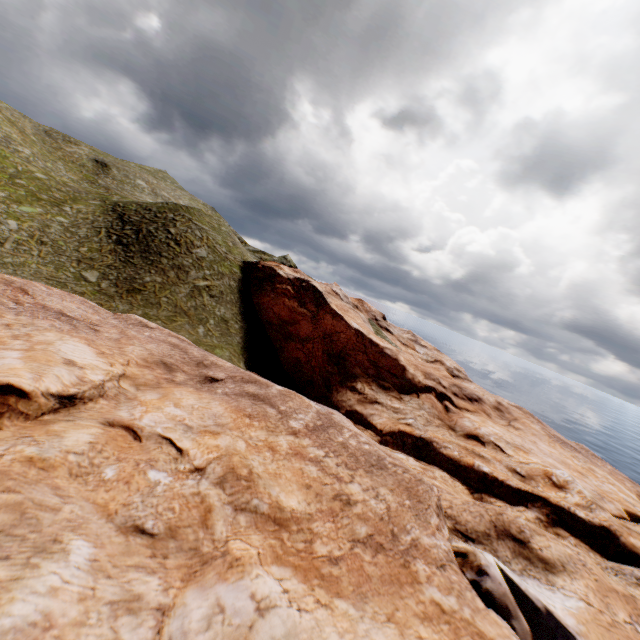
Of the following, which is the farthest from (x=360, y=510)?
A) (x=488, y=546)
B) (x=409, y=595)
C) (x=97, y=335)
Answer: (x=97, y=335)
